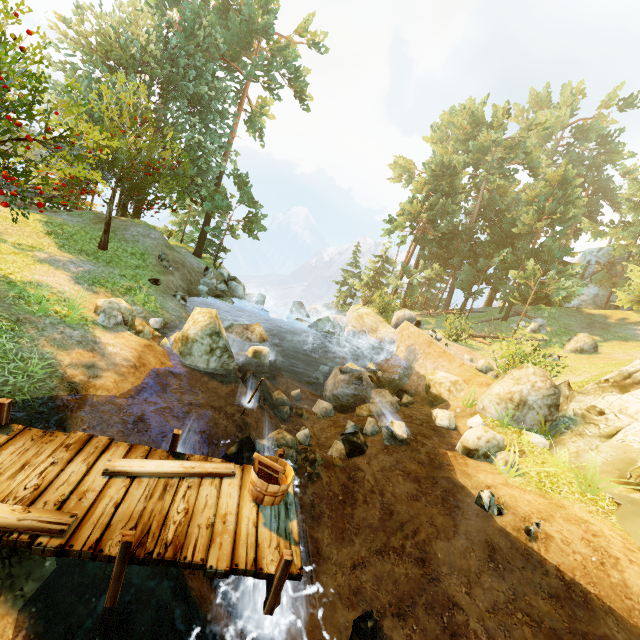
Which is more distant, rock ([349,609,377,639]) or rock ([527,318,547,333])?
rock ([527,318,547,333])

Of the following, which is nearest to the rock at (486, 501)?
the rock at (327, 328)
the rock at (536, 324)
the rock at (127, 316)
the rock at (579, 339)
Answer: the rock at (127, 316)

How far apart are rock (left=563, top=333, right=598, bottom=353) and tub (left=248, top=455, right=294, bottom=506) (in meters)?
24.56

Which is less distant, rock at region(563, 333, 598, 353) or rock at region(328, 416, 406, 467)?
rock at region(328, 416, 406, 467)

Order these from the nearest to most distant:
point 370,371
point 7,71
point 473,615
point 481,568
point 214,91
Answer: point 473,615
point 481,568
point 7,71
point 370,371
point 214,91

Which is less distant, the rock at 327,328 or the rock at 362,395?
the rock at 362,395

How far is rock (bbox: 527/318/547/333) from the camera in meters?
26.8 m

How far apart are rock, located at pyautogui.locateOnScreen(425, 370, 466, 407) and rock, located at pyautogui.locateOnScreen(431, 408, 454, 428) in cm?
245
